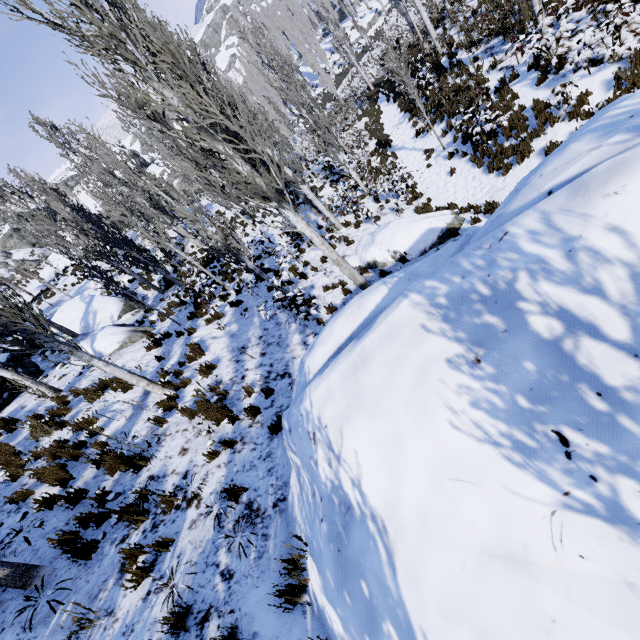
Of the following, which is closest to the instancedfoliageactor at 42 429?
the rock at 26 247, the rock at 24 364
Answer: the rock at 24 364

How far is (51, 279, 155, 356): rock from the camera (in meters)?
12.27

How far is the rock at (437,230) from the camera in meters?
9.8 m

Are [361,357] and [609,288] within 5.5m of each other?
yes

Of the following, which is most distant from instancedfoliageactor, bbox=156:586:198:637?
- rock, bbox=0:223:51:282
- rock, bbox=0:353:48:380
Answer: rock, bbox=0:223:51:282

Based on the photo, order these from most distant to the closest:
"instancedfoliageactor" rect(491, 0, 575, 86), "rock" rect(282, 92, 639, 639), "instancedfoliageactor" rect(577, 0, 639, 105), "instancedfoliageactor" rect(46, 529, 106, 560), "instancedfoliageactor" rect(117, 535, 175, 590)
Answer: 1. "instancedfoliageactor" rect(491, 0, 575, 86)
2. "instancedfoliageactor" rect(577, 0, 639, 105)
3. "instancedfoliageactor" rect(46, 529, 106, 560)
4. "instancedfoliageactor" rect(117, 535, 175, 590)
5. "rock" rect(282, 92, 639, 639)
